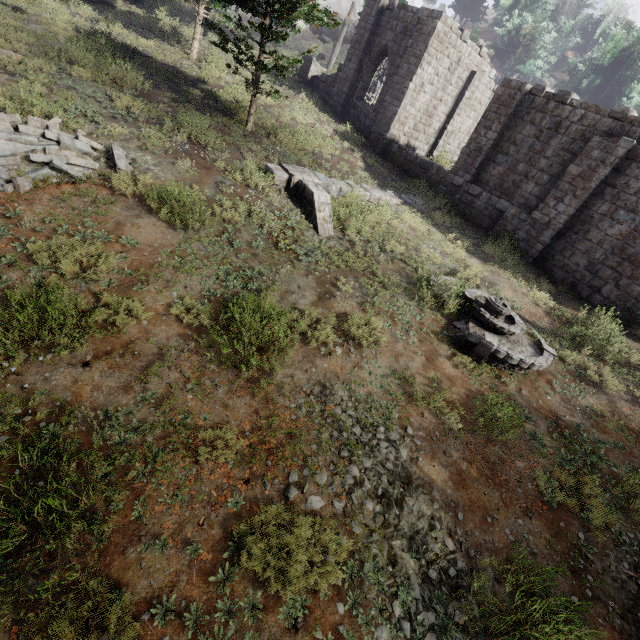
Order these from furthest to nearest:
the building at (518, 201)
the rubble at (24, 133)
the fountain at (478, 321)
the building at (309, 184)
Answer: the building at (518, 201) < the building at (309, 184) < the fountain at (478, 321) < the rubble at (24, 133)

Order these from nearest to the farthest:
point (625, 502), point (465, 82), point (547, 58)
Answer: point (625, 502), point (465, 82), point (547, 58)

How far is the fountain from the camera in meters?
8.4

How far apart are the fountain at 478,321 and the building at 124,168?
9.8m

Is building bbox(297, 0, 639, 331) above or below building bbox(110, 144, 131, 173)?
above

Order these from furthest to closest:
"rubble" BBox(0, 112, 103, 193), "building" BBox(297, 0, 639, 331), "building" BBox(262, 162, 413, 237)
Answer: "building" BBox(297, 0, 639, 331)
"building" BBox(262, 162, 413, 237)
"rubble" BBox(0, 112, 103, 193)

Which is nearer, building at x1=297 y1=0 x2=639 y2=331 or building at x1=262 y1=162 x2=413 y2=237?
building at x1=262 y1=162 x2=413 y2=237

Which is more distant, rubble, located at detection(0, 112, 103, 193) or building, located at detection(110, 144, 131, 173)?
building, located at detection(110, 144, 131, 173)
